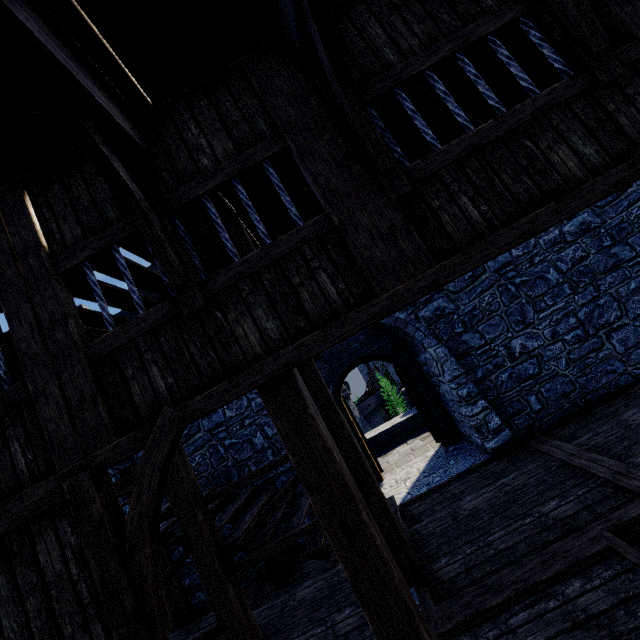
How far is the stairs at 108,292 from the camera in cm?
386

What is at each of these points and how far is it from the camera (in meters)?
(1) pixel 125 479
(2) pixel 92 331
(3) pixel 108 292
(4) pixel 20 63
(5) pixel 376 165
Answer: (1) stairs, 6.62
(2) stairs, 4.08
(3) stairs, 3.96
(4) wooden beam, 2.02
(5) wooden support, 2.72

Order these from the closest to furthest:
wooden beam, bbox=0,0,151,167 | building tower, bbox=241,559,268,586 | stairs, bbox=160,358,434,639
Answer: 1. wooden beam, bbox=0,0,151,167
2. stairs, bbox=160,358,434,639
3. building tower, bbox=241,559,268,586

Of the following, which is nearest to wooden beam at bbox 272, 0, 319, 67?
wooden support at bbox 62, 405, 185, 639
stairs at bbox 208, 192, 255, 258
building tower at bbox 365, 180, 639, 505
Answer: building tower at bbox 365, 180, 639, 505

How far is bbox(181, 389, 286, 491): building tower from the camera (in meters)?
6.75

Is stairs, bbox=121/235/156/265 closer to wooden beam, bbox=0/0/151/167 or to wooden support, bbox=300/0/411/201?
wooden beam, bbox=0/0/151/167

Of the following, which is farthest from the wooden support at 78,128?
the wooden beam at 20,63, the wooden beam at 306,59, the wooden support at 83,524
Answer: the wooden beam at 306,59

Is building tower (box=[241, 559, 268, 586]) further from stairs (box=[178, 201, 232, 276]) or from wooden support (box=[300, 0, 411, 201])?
wooden support (box=[300, 0, 411, 201])
